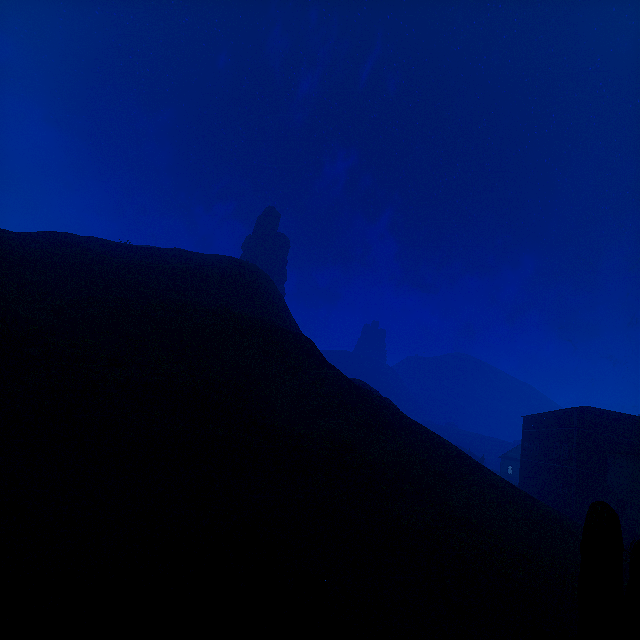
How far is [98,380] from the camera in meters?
14.0

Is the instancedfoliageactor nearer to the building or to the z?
the z

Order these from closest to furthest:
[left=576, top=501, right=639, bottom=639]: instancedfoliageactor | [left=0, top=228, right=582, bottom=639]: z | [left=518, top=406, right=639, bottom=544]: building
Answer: [left=576, top=501, right=639, bottom=639]: instancedfoliageactor → [left=0, top=228, right=582, bottom=639]: z → [left=518, top=406, right=639, bottom=544]: building

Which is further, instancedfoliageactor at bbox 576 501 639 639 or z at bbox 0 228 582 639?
z at bbox 0 228 582 639

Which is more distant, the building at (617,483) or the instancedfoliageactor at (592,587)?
the building at (617,483)

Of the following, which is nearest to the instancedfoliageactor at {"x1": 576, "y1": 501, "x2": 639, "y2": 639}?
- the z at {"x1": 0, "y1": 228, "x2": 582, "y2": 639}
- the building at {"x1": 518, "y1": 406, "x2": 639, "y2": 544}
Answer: the z at {"x1": 0, "y1": 228, "x2": 582, "y2": 639}

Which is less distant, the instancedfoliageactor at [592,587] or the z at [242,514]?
the instancedfoliageactor at [592,587]
